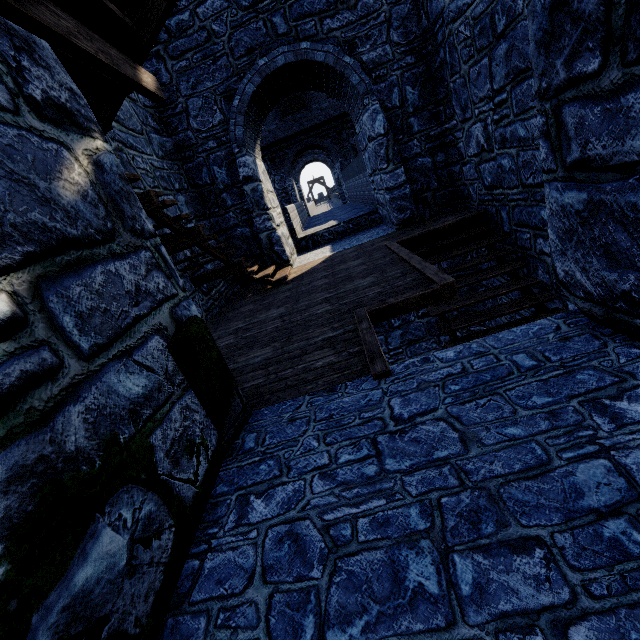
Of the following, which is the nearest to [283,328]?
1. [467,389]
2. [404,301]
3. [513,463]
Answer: [404,301]
